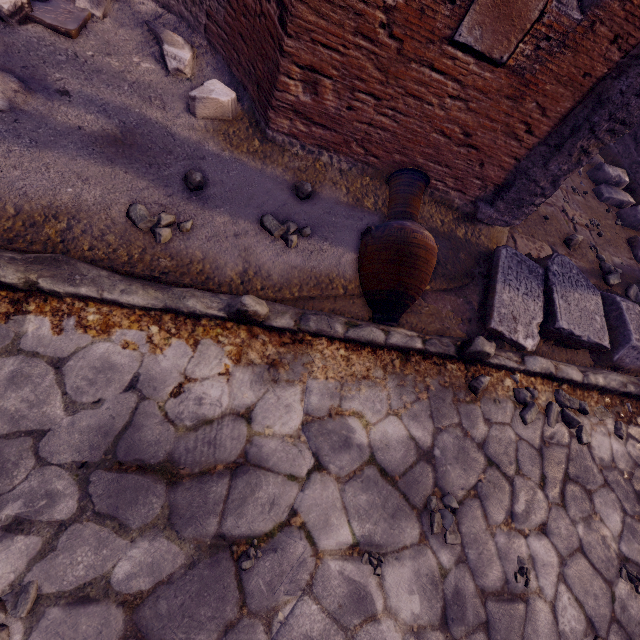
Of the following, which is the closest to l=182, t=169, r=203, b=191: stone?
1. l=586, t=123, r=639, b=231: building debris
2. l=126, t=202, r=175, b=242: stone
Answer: l=126, t=202, r=175, b=242: stone

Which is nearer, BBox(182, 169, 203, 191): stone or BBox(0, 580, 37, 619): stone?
BBox(0, 580, 37, 619): stone

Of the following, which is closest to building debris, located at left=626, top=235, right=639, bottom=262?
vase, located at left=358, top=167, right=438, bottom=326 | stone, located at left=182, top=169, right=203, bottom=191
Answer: vase, located at left=358, top=167, right=438, bottom=326

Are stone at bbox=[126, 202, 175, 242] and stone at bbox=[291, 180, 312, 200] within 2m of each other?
yes

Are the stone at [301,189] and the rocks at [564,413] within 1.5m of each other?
no

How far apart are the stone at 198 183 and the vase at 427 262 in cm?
128

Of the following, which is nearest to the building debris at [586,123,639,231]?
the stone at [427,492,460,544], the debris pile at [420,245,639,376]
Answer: the debris pile at [420,245,639,376]

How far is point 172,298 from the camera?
1.9 meters
